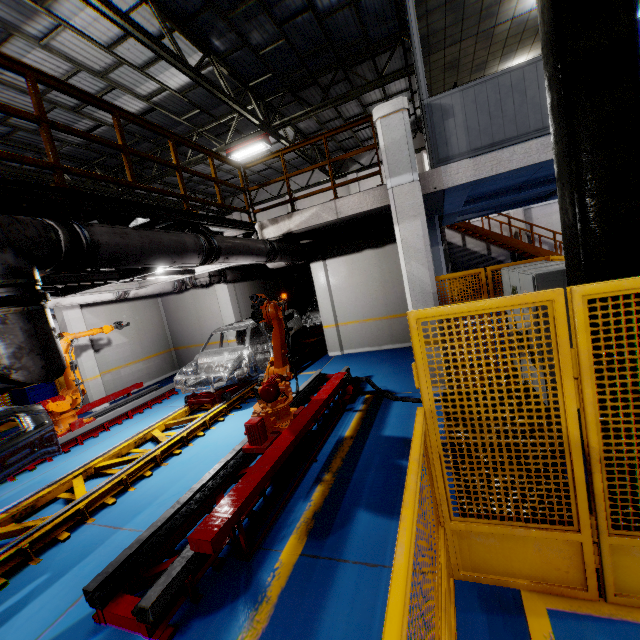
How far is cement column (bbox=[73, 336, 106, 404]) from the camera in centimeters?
1003cm

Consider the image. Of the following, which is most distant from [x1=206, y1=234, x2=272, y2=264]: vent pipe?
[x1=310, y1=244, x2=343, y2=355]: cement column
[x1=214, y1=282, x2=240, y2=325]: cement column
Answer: [x1=214, y1=282, x2=240, y2=325]: cement column

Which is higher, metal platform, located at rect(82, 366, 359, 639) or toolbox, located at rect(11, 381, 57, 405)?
toolbox, located at rect(11, 381, 57, 405)

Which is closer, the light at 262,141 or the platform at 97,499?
the platform at 97,499

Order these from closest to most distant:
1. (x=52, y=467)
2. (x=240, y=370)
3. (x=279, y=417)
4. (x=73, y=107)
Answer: (x=279, y=417), (x=52, y=467), (x=240, y=370), (x=73, y=107)

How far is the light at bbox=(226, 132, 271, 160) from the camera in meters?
11.1

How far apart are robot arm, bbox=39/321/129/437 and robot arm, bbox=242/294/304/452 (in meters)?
1.47

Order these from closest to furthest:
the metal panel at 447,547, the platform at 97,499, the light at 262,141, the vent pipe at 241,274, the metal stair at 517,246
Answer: the metal panel at 447,547 < the platform at 97,499 < the vent pipe at 241,274 < the light at 262,141 < the metal stair at 517,246
